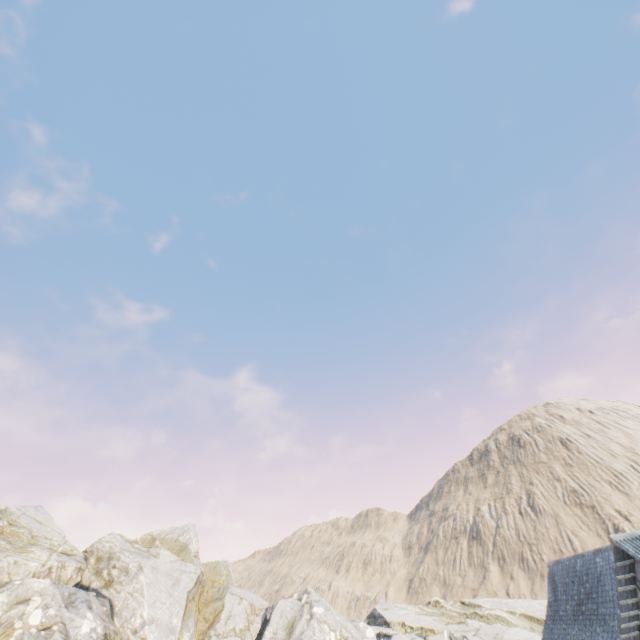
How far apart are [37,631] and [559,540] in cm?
7377
